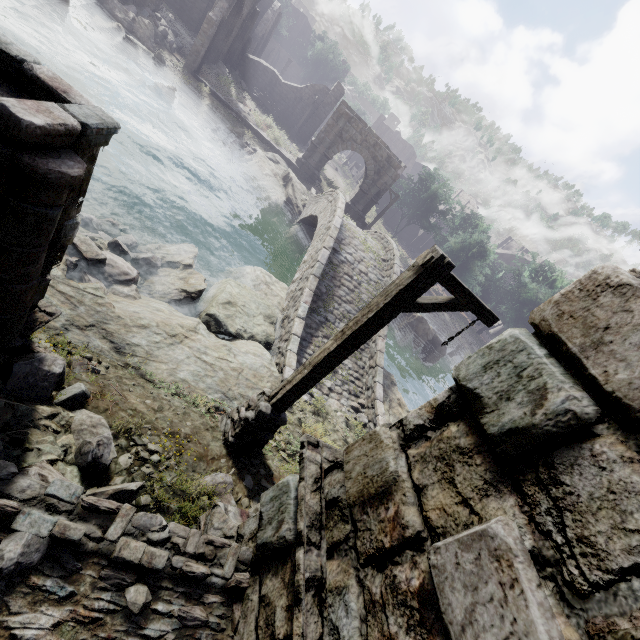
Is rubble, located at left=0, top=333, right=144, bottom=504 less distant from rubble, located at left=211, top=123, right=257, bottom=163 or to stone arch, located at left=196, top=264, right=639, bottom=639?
stone arch, located at left=196, top=264, right=639, bottom=639

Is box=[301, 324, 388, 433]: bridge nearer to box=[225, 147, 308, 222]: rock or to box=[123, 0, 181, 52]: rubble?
box=[225, 147, 308, 222]: rock

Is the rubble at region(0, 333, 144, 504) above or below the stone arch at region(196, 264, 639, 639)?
below

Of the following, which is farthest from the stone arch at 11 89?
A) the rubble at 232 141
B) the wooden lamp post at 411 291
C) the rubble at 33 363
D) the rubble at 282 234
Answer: the rubble at 282 234

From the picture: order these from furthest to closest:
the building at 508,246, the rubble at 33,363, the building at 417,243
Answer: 1. the building at 508,246
2. the building at 417,243
3. the rubble at 33,363

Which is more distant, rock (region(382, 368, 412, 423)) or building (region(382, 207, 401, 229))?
building (region(382, 207, 401, 229))

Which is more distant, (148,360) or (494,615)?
(148,360)

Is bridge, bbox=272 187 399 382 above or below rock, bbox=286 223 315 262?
above
